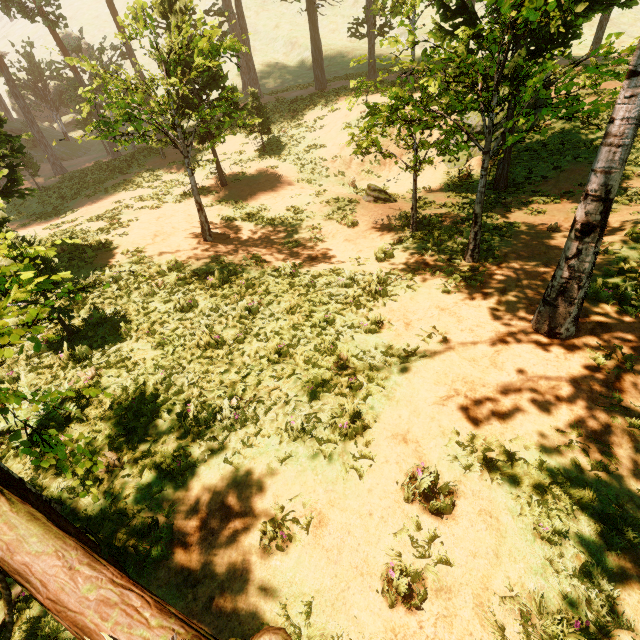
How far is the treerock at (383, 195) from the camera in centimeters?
1539cm

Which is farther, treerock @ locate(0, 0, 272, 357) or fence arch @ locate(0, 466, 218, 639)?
treerock @ locate(0, 0, 272, 357)

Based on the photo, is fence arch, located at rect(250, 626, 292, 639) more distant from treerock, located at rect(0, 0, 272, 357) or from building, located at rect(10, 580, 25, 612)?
treerock, located at rect(0, 0, 272, 357)

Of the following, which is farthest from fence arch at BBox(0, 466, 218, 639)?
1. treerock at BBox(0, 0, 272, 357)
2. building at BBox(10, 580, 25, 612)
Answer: treerock at BBox(0, 0, 272, 357)

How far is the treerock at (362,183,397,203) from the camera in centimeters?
1539cm

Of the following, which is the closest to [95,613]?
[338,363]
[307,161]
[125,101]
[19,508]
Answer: [19,508]

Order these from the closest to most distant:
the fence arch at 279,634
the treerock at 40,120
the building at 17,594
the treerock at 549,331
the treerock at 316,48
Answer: the fence arch at 279,634
the building at 17,594
the treerock at 40,120
the treerock at 549,331
the treerock at 316,48
